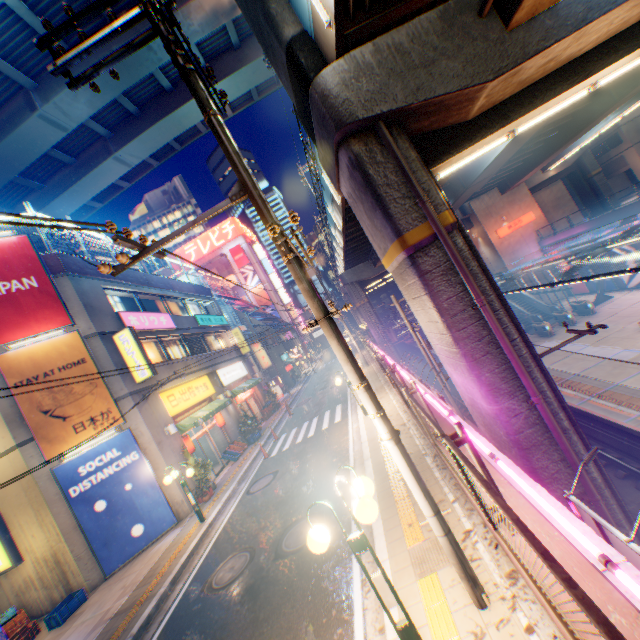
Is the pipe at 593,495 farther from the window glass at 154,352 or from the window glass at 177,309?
the window glass at 177,309

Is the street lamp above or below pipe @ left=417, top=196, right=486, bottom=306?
below

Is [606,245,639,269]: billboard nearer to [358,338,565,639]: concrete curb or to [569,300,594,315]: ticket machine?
[569,300,594,315]: ticket machine

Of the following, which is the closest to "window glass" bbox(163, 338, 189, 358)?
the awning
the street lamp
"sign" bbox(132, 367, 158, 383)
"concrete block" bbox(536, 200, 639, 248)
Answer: "sign" bbox(132, 367, 158, 383)

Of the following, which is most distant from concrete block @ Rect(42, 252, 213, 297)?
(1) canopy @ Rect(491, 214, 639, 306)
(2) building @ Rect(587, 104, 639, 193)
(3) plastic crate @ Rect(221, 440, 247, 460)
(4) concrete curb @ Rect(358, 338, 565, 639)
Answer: (2) building @ Rect(587, 104, 639, 193)

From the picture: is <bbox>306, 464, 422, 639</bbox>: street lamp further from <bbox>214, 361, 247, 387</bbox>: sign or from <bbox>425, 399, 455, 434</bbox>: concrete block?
<bbox>214, 361, 247, 387</bbox>: sign

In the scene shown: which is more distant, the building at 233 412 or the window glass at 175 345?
the building at 233 412

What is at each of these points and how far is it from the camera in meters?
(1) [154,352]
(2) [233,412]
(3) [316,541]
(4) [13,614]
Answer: (1) window glass, 18.1
(2) building, 22.4
(3) street lamp, 3.8
(4) plastic crate, 10.2
